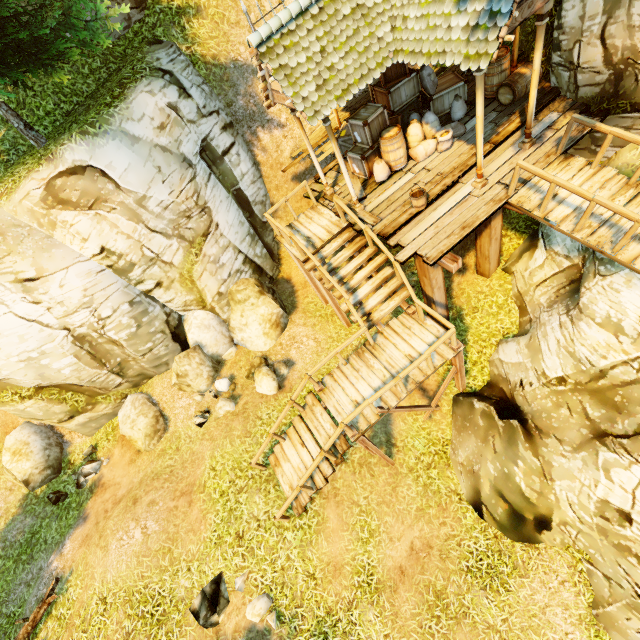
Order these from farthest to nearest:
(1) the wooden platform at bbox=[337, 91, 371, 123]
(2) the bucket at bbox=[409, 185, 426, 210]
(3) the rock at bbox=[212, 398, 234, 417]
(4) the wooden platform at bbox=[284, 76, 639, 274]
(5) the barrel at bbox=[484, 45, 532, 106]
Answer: (1) the wooden platform at bbox=[337, 91, 371, 123] < (3) the rock at bbox=[212, 398, 234, 417] < (5) the barrel at bbox=[484, 45, 532, 106] < (2) the bucket at bbox=[409, 185, 426, 210] < (4) the wooden platform at bbox=[284, 76, 639, 274]

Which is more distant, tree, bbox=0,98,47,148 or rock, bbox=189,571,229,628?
tree, bbox=0,98,47,148

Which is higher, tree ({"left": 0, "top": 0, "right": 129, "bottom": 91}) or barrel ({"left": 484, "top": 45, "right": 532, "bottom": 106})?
tree ({"left": 0, "top": 0, "right": 129, "bottom": 91})

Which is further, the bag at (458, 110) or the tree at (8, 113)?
the bag at (458, 110)

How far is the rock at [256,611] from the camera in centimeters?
744cm

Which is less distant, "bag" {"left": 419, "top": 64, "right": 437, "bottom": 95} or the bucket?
the bucket

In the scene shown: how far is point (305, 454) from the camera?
8.6m

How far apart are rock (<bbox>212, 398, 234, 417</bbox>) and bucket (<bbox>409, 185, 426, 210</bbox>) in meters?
8.4 m
